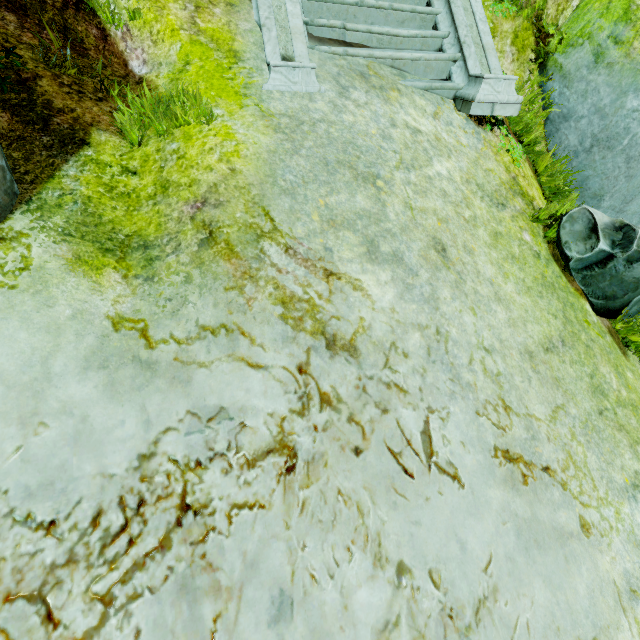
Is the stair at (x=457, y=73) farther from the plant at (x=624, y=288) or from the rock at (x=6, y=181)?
the plant at (x=624, y=288)

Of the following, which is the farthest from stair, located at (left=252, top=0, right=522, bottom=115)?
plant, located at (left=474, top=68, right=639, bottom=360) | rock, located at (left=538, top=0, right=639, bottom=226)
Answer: plant, located at (left=474, top=68, right=639, bottom=360)

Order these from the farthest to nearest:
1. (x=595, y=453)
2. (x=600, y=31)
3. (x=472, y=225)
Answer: (x=600, y=31), (x=472, y=225), (x=595, y=453)

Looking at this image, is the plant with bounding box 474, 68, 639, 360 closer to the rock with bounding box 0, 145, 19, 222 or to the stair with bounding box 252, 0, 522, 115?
the stair with bounding box 252, 0, 522, 115

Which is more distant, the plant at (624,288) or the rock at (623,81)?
the rock at (623,81)
